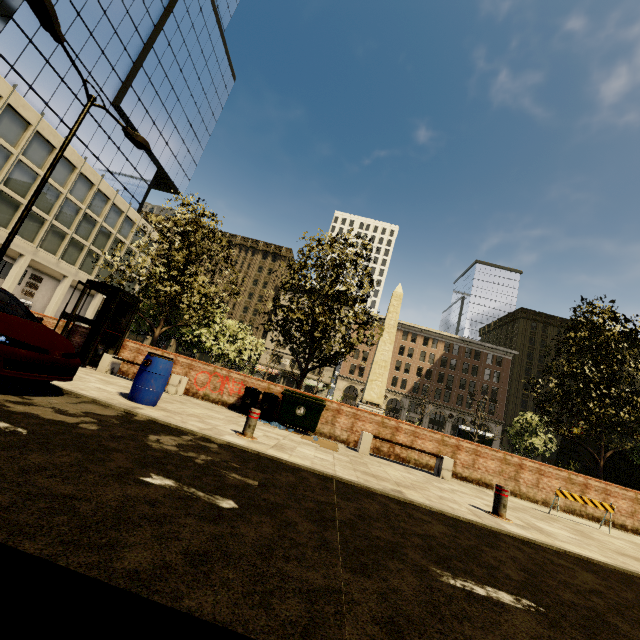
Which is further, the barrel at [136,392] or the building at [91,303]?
the building at [91,303]

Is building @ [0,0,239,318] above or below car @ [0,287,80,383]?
above

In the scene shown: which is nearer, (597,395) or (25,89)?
(597,395)

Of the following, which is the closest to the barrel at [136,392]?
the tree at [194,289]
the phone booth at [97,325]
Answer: the phone booth at [97,325]

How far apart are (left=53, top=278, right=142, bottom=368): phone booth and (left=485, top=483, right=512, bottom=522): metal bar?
11.4m

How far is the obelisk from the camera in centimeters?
2391cm

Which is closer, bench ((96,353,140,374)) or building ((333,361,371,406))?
bench ((96,353,140,374))

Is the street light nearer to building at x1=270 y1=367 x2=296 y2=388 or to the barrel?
the barrel
